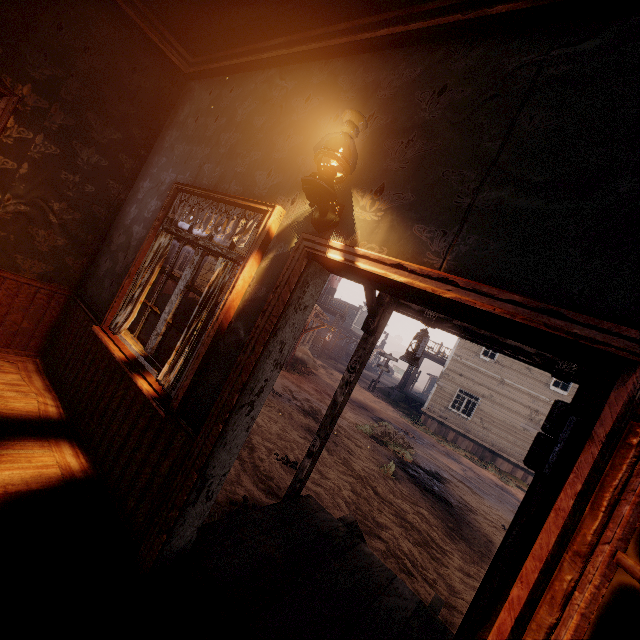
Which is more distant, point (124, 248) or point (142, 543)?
point (124, 248)

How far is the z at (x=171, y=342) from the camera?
9.39m

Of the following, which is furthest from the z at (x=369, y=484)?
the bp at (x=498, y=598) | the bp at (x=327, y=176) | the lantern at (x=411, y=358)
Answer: the bp at (x=327, y=176)

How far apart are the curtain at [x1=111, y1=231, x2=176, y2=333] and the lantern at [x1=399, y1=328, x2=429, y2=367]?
2.6m

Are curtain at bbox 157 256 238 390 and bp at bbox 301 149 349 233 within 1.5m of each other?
Answer: yes

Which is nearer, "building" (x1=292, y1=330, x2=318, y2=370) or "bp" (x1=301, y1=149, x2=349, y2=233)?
"bp" (x1=301, y1=149, x2=349, y2=233)

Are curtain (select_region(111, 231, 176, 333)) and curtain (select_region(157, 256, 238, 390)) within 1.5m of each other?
yes

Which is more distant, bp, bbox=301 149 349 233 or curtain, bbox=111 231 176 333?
curtain, bbox=111 231 176 333
